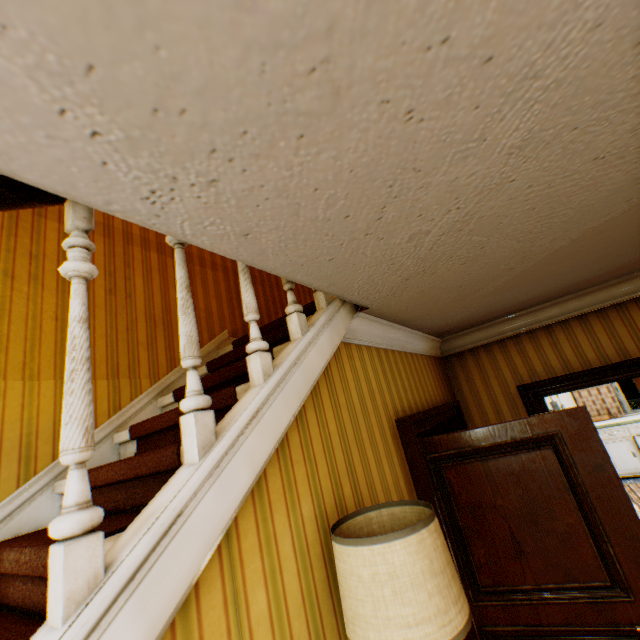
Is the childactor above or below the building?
below

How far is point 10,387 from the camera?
2.0 meters

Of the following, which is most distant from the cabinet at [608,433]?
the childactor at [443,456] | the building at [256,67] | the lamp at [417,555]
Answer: the lamp at [417,555]

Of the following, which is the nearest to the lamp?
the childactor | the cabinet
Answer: the childactor

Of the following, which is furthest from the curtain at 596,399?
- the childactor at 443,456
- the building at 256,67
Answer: the childactor at 443,456

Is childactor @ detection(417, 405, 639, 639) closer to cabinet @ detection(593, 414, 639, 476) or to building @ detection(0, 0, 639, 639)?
building @ detection(0, 0, 639, 639)

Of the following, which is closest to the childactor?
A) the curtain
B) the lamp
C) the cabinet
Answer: the lamp

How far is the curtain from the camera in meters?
7.5
